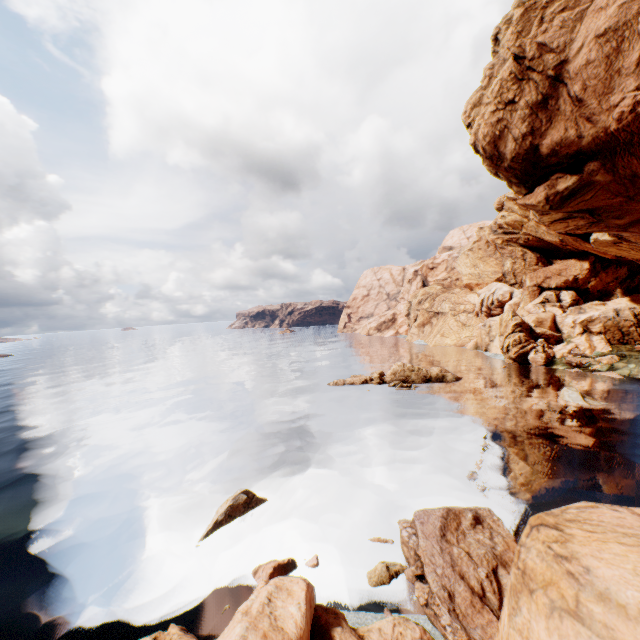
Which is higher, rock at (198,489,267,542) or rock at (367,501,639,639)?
rock at (367,501,639,639)

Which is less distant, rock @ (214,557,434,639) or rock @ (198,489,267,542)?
rock @ (214,557,434,639)

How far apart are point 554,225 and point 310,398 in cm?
3065

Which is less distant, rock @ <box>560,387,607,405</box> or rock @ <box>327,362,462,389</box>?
rock @ <box>560,387,607,405</box>

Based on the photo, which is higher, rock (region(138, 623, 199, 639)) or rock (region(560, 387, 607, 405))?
rock (region(138, 623, 199, 639))

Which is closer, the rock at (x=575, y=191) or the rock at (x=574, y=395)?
the rock at (x=575, y=191)

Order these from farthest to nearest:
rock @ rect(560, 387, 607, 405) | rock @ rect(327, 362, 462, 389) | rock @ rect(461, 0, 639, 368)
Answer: rock @ rect(327, 362, 462, 389) < rock @ rect(560, 387, 607, 405) < rock @ rect(461, 0, 639, 368)

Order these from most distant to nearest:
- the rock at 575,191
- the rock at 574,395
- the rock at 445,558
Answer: the rock at 574,395, the rock at 575,191, the rock at 445,558
